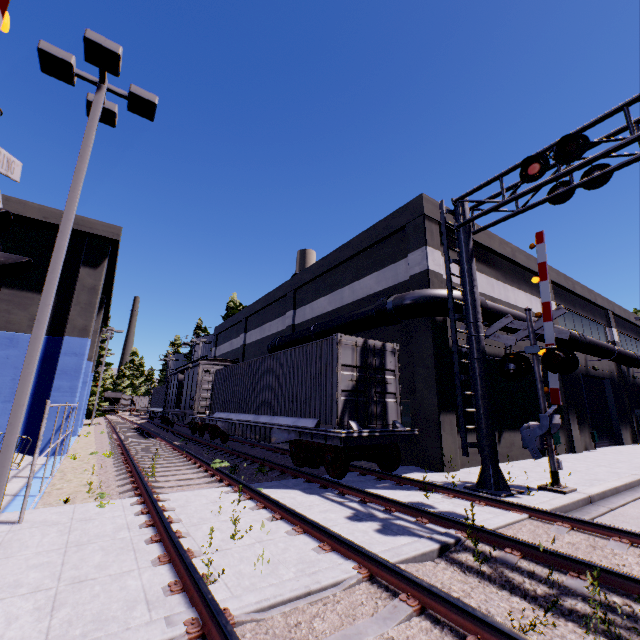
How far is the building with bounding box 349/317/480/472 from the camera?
11.3m

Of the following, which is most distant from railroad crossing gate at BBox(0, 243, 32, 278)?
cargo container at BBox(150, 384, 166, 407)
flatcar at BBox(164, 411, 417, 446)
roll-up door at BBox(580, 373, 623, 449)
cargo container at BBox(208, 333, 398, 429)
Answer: cargo container at BBox(150, 384, 166, 407)

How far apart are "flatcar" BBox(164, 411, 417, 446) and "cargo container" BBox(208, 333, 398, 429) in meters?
0.0

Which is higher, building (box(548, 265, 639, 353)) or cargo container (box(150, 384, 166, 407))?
building (box(548, 265, 639, 353))

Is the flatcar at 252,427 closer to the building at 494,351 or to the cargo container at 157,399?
the building at 494,351

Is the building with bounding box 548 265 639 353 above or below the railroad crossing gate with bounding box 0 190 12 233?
above

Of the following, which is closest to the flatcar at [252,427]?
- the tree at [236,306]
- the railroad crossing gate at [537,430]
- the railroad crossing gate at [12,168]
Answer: the railroad crossing gate at [537,430]

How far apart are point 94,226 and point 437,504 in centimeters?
1806cm
